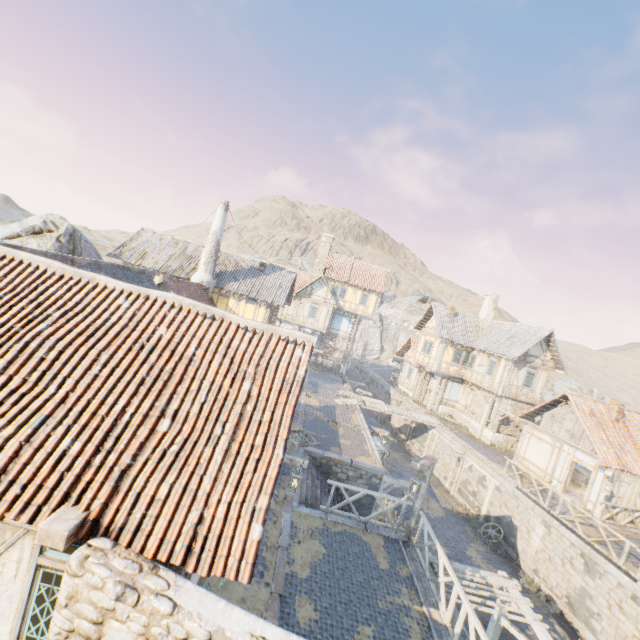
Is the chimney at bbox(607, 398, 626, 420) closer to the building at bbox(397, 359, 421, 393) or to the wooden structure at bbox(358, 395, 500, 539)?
the wooden structure at bbox(358, 395, 500, 539)

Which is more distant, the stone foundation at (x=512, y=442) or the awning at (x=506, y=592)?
the stone foundation at (x=512, y=442)

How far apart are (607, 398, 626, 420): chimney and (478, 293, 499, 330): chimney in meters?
11.7 m

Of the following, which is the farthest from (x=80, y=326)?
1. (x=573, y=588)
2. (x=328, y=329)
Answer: (x=328, y=329)

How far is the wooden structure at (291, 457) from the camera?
7.91m

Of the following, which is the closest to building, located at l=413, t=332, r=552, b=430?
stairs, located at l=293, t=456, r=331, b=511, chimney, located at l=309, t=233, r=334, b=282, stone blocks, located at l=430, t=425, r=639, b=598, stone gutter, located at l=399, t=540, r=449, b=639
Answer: stone blocks, located at l=430, t=425, r=639, b=598

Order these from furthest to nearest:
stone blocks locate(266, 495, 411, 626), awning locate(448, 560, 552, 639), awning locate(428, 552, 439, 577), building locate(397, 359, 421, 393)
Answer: building locate(397, 359, 421, 393), awning locate(428, 552, 439, 577), awning locate(448, 560, 552, 639), stone blocks locate(266, 495, 411, 626)

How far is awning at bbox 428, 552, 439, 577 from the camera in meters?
10.0 m
